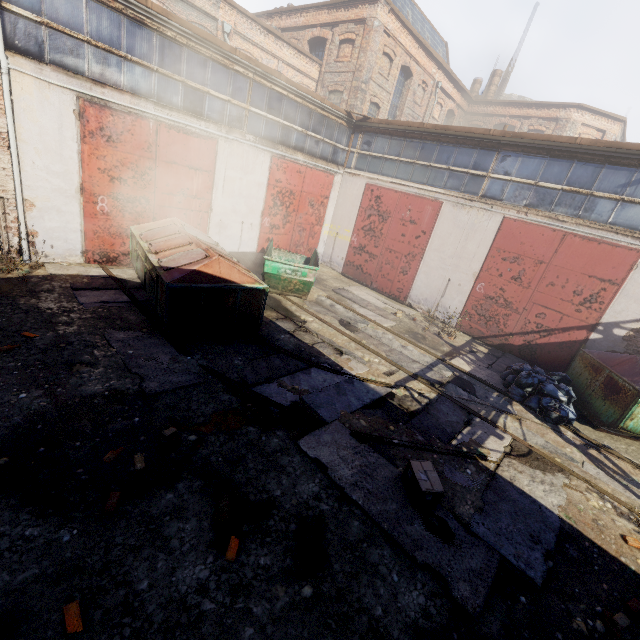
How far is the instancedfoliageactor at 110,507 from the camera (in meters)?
3.50

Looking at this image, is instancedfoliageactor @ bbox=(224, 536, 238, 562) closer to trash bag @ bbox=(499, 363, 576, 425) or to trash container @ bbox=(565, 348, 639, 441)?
trash bag @ bbox=(499, 363, 576, 425)

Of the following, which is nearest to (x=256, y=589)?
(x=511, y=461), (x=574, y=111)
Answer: (x=511, y=461)

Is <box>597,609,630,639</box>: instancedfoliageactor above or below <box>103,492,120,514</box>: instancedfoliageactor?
above

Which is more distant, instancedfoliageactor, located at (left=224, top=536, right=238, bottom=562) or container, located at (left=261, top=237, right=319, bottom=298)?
container, located at (left=261, top=237, right=319, bottom=298)

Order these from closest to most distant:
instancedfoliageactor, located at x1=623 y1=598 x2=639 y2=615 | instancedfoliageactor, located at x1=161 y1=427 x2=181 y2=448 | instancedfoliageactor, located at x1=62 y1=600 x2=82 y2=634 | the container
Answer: instancedfoliageactor, located at x1=62 y1=600 x2=82 y2=634 → instancedfoliageactor, located at x1=623 y1=598 x2=639 y2=615 → instancedfoliageactor, located at x1=161 y1=427 x2=181 y2=448 → the container

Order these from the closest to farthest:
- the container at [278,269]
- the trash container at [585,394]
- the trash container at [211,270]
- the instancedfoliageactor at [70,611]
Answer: the instancedfoliageactor at [70,611], the trash container at [211,270], the trash container at [585,394], the container at [278,269]

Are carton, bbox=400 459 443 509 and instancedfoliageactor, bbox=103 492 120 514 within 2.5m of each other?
no
